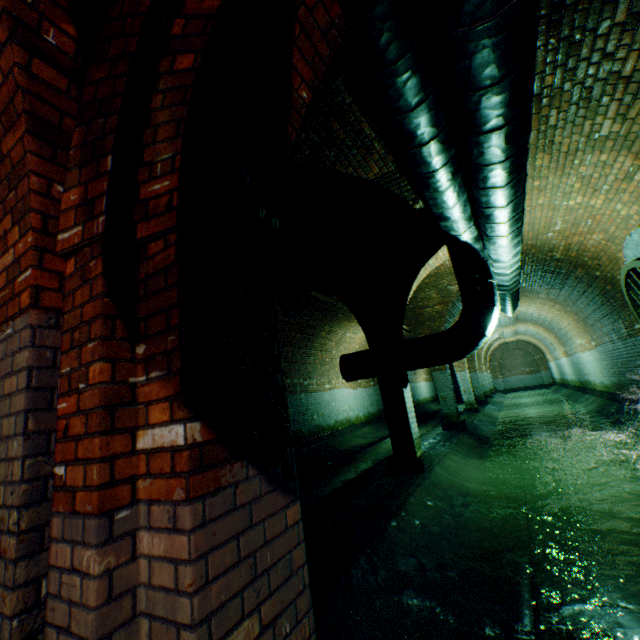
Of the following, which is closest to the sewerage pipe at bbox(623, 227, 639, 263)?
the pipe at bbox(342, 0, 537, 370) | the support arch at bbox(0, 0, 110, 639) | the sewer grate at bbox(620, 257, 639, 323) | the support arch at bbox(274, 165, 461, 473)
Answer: the sewer grate at bbox(620, 257, 639, 323)

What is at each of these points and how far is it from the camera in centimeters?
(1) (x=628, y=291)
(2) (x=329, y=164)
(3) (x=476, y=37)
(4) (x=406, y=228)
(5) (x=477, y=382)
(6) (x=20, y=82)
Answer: (1) sewer grate, 585cm
(2) building tunnel, 421cm
(3) pipe, 198cm
(4) support arch, 529cm
(5) support arch, 1856cm
(6) support arch, 150cm

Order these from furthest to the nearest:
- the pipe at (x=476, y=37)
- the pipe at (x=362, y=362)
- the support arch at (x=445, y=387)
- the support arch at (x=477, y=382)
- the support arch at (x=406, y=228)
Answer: the support arch at (x=477, y=382), the support arch at (x=445, y=387), the pipe at (x=362, y=362), the support arch at (x=406, y=228), the pipe at (x=476, y=37)

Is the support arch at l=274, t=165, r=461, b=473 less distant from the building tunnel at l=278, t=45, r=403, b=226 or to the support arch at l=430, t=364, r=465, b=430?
the building tunnel at l=278, t=45, r=403, b=226

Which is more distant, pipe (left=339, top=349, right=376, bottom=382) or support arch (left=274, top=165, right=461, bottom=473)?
pipe (left=339, top=349, right=376, bottom=382)

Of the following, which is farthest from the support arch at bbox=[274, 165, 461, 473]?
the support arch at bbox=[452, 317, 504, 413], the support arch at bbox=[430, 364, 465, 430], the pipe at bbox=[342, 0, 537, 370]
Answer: the support arch at bbox=[452, 317, 504, 413]

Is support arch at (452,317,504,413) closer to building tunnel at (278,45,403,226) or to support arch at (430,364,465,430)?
building tunnel at (278,45,403,226)

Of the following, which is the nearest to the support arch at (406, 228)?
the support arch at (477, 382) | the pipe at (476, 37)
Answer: the pipe at (476, 37)
